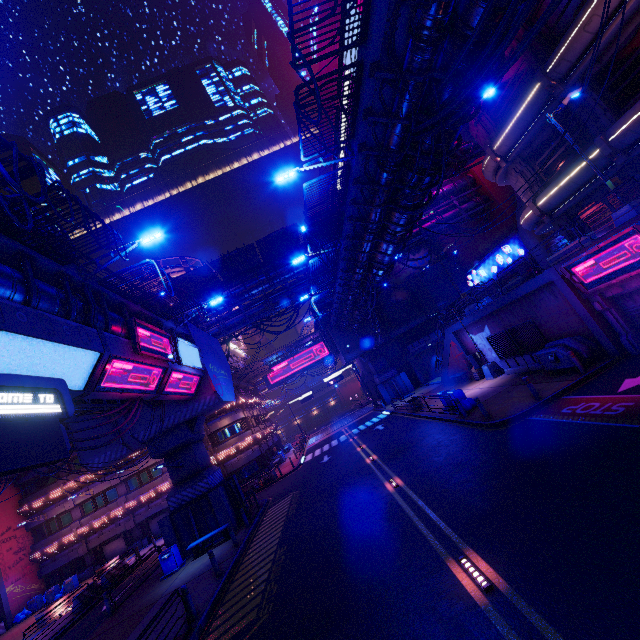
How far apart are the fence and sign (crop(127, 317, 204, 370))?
19.0m

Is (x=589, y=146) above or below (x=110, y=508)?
above

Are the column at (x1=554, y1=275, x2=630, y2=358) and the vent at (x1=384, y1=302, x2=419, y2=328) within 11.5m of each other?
no

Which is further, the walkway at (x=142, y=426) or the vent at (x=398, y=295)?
the vent at (x=398, y=295)

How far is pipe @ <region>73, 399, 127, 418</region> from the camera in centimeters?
1603cm

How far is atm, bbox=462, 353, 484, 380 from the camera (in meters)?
24.73

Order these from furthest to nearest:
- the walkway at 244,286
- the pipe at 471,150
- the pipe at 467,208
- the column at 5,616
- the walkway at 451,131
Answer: the pipe at 467,208 < the walkway at 244,286 < the column at 5,616 < the pipe at 471,150 < the walkway at 451,131

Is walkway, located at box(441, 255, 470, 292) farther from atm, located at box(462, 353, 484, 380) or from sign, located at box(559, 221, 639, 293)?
atm, located at box(462, 353, 484, 380)
